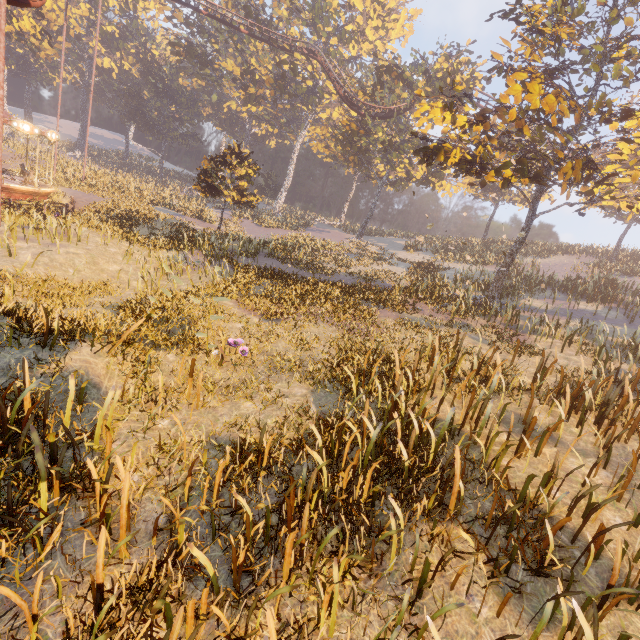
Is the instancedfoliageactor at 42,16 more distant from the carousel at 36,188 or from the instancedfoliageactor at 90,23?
the instancedfoliageactor at 90,23

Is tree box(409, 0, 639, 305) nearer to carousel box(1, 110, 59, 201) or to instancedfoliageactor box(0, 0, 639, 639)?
instancedfoliageactor box(0, 0, 639, 639)

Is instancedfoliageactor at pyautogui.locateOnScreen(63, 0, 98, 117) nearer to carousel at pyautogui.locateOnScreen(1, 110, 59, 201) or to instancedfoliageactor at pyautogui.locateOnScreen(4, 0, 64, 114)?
instancedfoliageactor at pyautogui.locateOnScreen(4, 0, 64, 114)

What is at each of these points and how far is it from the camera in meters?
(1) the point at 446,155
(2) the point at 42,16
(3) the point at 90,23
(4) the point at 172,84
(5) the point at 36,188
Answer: (1) tree, 13.5
(2) instancedfoliageactor, 34.3
(3) instancedfoliageactor, 48.1
(4) instancedfoliageactor, 55.2
(5) carousel, 20.9

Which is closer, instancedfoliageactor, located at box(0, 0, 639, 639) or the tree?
instancedfoliageactor, located at box(0, 0, 639, 639)

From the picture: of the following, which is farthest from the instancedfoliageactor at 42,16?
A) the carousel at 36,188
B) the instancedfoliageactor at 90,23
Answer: the instancedfoliageactor at 90,23

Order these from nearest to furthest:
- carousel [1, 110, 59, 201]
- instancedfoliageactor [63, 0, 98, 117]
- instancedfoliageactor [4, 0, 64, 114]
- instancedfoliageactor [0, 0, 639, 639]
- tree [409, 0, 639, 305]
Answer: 1. instancedfoliageactor [0, 0, 639, 639]
2. tree [409, 0, 639, 305]
3. carousel [1, 110, 59, 201]
4. instancedfoliageactor [4, 0, 64, 114]
5. instancedfoliageactor [63, 0, 98, 117]

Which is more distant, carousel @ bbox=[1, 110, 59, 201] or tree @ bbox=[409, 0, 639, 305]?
carousel @ bbox=[1, 110, 59, 201]
